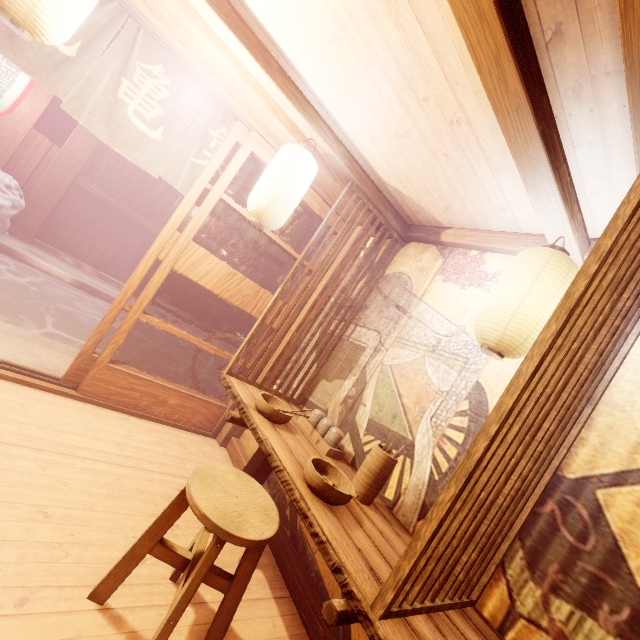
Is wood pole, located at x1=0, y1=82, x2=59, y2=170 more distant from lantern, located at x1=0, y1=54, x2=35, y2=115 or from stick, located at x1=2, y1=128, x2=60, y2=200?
lantern, located at x1=0, y1=54, x2=35, y2=115

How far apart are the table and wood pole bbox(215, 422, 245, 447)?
11.8 meters

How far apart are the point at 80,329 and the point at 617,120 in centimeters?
1025cm

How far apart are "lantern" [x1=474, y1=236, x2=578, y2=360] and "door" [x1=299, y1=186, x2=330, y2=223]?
3.7m

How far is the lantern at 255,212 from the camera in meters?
4.1

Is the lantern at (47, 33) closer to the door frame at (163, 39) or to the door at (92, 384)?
the door frame at (163, 39)

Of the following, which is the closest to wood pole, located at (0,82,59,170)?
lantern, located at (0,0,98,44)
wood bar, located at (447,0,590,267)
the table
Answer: the table

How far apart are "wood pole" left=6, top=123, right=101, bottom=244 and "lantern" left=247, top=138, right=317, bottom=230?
10.6 meters
